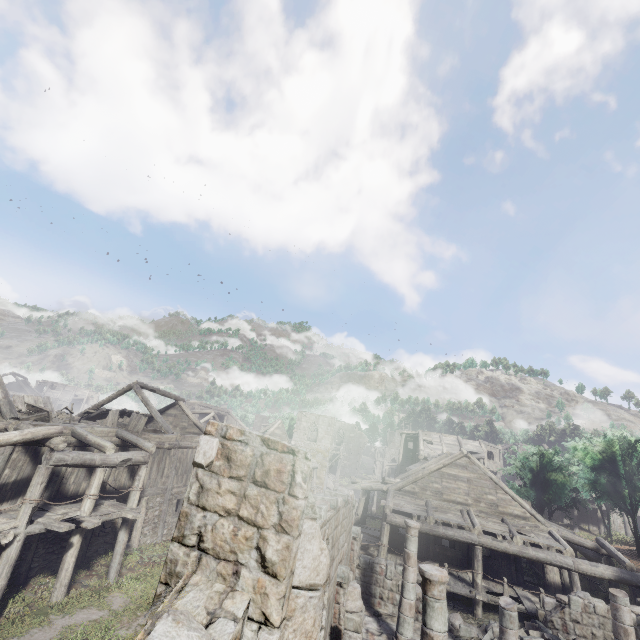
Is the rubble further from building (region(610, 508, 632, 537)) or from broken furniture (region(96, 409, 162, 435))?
broken furniture (region(96, 409, 162, 435))

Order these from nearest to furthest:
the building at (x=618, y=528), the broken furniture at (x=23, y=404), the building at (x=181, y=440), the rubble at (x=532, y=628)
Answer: the building at (x=181, y=440), the rubble at (x=532, y=628), the broken furniture at (x=23, y=404), the building at (x=618, y=528)

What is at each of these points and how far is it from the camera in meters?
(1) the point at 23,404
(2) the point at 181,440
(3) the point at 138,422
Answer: (1) broken furniture, 15.8 m
(2) building, 20.8 m
(3) broken furniture, 17.9 m

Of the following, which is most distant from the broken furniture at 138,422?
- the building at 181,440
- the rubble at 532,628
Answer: the rubble at 532,628

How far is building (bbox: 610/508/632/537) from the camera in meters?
32.9 m

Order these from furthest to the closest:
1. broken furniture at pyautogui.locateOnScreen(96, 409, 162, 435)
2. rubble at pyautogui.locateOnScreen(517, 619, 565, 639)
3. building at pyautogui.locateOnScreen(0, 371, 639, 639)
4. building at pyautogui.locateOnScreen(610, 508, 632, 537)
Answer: building at pyautogui.locateOnScreen(610, 508, 632, 537) < broken furniture at pyautogui.locateOnScreen(96, 409, 162, 435) < rubble at pyautogui.locateOnScreen(517, 619, 565, 639) < building at pyautogui.locateOnScreen(0, 371, 639, 639)
